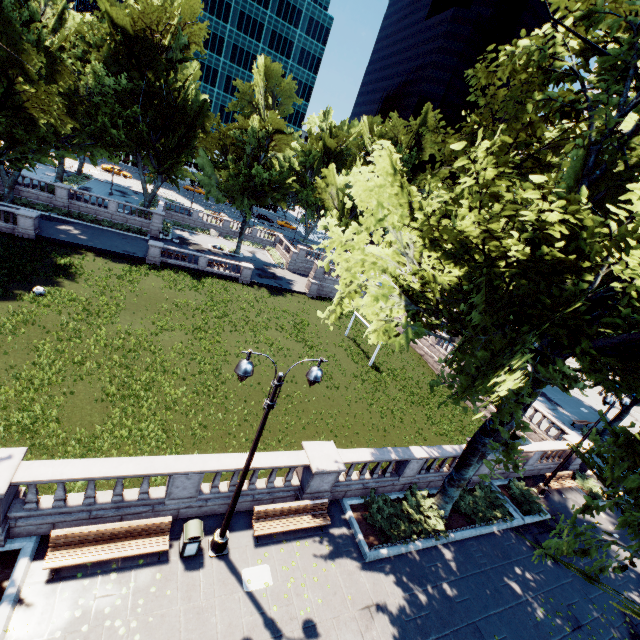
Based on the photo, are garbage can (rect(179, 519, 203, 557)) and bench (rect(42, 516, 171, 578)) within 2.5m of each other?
yes

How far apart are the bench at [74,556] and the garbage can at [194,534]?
0.4m

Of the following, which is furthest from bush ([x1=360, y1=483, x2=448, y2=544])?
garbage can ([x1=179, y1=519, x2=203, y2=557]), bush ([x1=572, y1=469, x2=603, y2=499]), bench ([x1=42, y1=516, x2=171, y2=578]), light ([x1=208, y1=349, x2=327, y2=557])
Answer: bush ([x1=572, y1=469, x2=603, y2=499])

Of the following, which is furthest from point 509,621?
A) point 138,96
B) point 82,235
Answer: point 138,96

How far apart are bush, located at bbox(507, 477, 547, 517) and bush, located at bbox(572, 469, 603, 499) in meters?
5.0 m

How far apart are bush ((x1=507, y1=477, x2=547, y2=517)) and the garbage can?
16.2 meters

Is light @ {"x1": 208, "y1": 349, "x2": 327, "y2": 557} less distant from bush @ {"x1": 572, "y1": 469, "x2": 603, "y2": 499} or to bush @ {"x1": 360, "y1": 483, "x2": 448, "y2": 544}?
bush @ {"x1": 360, "y1": 483, "x2": 448, "y2": 544}

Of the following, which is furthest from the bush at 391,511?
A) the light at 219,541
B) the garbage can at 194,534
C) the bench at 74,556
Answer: the bench at 74,556
